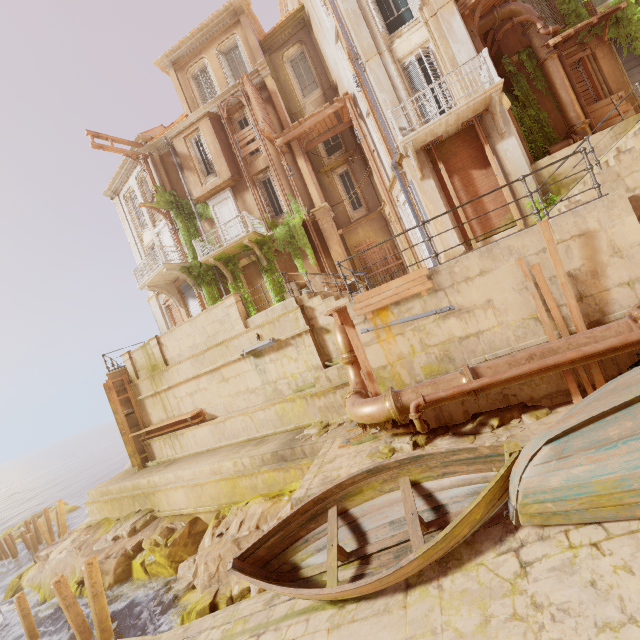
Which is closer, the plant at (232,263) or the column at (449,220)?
the column at (449,220)

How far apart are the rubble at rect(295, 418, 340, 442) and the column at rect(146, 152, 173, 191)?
16.5m

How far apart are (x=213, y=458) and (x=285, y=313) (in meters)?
6.30

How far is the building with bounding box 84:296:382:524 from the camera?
9.9m

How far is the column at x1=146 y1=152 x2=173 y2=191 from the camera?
19.59m

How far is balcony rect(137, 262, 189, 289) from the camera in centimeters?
1811cm

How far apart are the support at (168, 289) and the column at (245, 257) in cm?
507

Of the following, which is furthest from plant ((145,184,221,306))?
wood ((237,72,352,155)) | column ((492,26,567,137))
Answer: wood ((237,72,352,155))
